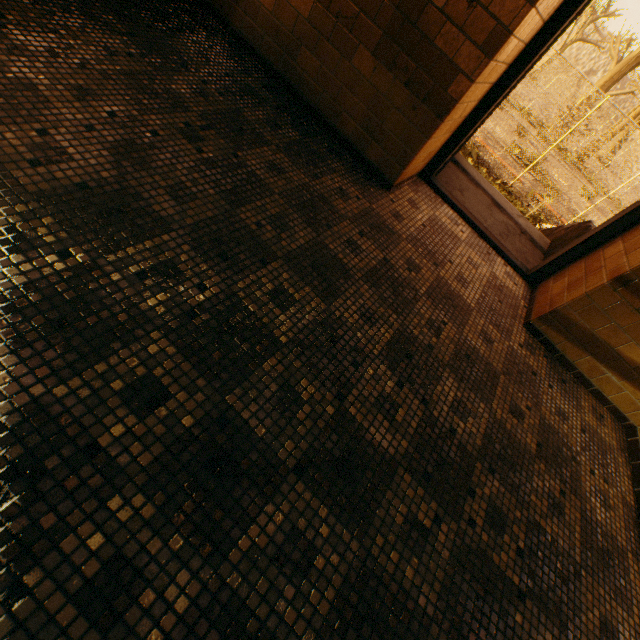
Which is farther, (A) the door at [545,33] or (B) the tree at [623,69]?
(B) the tree at [623,69]

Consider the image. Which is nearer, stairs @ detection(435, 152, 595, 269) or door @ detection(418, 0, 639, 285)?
door @ detection(418, 0, 639, 285)

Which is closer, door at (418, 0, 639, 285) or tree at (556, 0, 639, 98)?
door at (418, 0, 639, 285)

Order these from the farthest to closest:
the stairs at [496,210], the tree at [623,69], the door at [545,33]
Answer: the tree at [623,69] < the stairs at [496,210] < the door at [545,33]

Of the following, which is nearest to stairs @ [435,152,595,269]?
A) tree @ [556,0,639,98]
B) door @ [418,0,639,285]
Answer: door @ [418,0,639,285]

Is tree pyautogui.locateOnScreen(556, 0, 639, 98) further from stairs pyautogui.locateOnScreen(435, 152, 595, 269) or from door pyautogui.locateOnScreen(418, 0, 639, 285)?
door pyautogui.locateOnScreen(418, 0, 639, 285)

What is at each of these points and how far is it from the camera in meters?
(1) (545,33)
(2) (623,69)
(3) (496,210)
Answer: (1) door, 2.5 m
(2) tree, 21.3 m
(3) stairs, 4.3 m

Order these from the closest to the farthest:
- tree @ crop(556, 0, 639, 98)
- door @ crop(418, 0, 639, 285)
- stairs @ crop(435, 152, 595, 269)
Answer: door @ crop(418, 0, 639, 285) < stairs @ crop(435, 152, 595, 269) < tree @ crop(556, 0, 639, 98)
